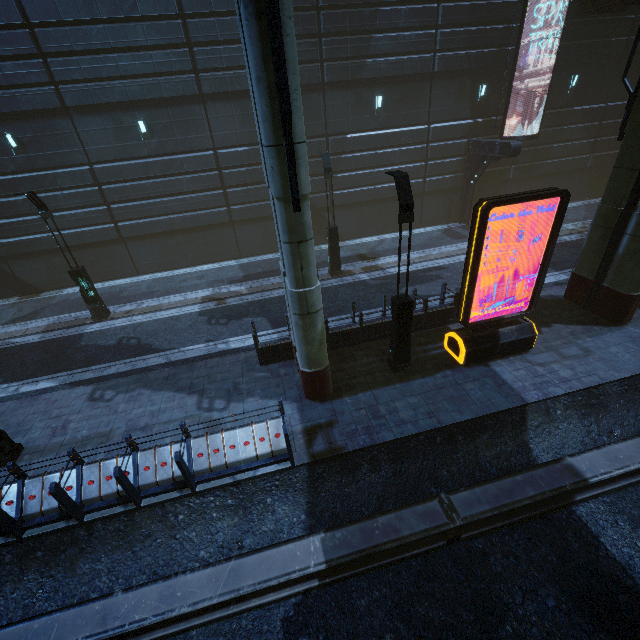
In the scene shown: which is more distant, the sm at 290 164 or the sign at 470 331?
the sign at 470 331

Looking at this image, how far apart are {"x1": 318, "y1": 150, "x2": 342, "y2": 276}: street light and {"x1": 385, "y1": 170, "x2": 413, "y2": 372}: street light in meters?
6.7

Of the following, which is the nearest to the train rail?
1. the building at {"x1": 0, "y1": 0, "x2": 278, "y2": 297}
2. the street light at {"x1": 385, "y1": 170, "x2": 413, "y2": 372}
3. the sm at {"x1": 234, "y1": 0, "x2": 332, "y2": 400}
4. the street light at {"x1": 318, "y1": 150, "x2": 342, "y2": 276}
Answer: the building at {"x1": 0, "y1": 0, "x2": 278, "y2": 297}

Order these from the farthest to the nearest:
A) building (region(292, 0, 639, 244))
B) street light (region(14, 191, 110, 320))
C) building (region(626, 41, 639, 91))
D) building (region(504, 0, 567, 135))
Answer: building (region(626, 41, 639, 91)), building (region(504, 0, 567, 135)), building (region(292, 0, 639, 244)), street light (region(14, 191, 110, 320))

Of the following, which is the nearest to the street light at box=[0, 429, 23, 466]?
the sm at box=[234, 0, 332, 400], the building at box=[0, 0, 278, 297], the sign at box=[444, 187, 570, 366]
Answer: the building at box=[0, 0, 278, 297]

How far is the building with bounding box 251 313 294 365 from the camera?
10.57m

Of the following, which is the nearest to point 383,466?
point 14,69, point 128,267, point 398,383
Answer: point 398,383

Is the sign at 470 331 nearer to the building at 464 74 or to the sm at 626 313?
the building at 464 74
